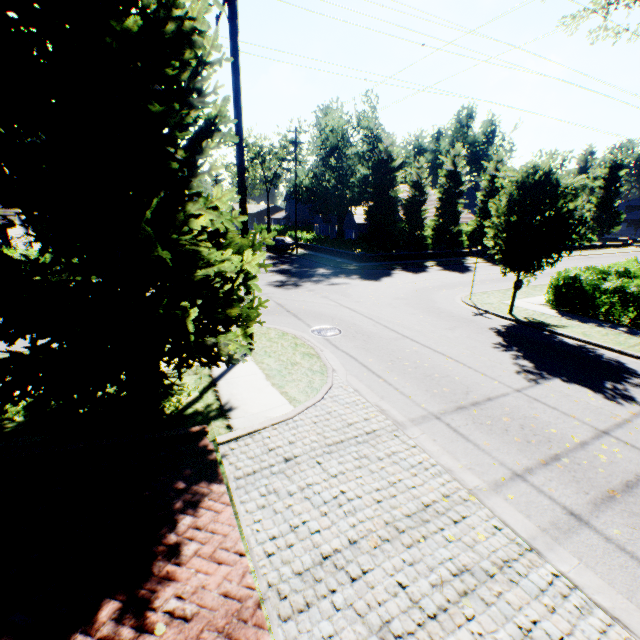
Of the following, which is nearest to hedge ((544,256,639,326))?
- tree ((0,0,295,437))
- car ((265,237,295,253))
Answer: tree ((0,0,295,437))

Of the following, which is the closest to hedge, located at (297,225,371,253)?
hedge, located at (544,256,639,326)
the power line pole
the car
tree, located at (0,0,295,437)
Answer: tree, located at (0,0,295,437)

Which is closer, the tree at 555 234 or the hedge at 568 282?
the tree at 555 234

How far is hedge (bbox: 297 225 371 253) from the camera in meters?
29.5 m

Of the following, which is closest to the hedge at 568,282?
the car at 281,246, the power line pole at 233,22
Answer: the power line pole at 233,22

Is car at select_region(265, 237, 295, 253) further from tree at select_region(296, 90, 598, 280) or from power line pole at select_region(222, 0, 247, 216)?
power line pole at select_region(222, 0, 247, 216)

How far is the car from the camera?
A: 34.8m

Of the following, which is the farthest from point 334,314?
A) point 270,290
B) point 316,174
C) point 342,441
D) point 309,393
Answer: point 316,174
